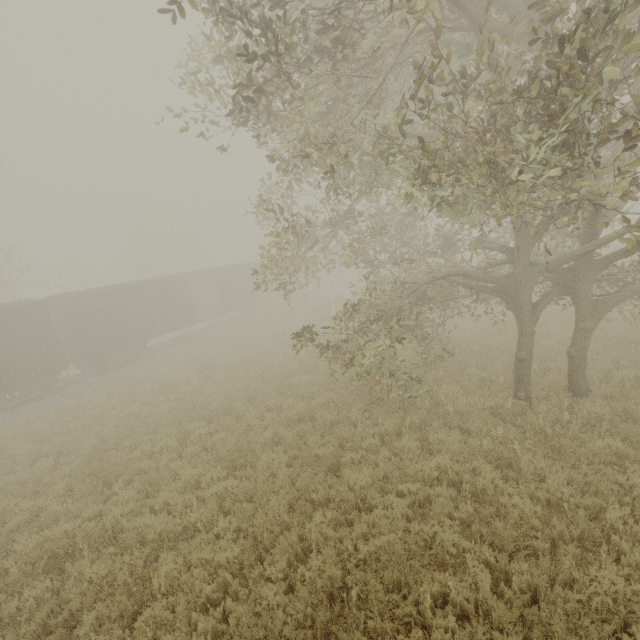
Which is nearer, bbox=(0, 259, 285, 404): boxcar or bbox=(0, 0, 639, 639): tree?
bbox=(0, 0, 639, 639): tree

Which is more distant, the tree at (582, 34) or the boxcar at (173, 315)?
the boxcar at (173, 315)

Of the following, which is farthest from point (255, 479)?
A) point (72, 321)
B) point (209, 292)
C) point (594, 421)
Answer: point (209, 292)
